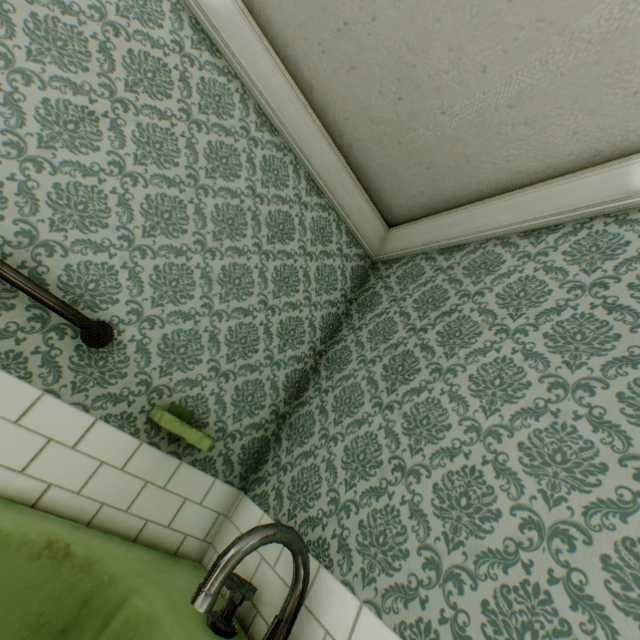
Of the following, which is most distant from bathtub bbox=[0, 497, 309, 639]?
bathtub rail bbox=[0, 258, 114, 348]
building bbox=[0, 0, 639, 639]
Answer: bathtub rail bbox=[0, 258, 114, 348]

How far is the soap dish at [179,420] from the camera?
1.3 meters

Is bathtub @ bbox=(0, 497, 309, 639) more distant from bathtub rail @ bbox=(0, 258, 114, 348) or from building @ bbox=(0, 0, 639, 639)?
bathtub rail @ bbox=(0, 258, 114, 348)

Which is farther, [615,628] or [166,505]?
[166,505]

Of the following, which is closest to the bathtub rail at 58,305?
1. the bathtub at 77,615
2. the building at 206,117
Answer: the building at 206,117

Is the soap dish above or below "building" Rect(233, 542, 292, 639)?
above
